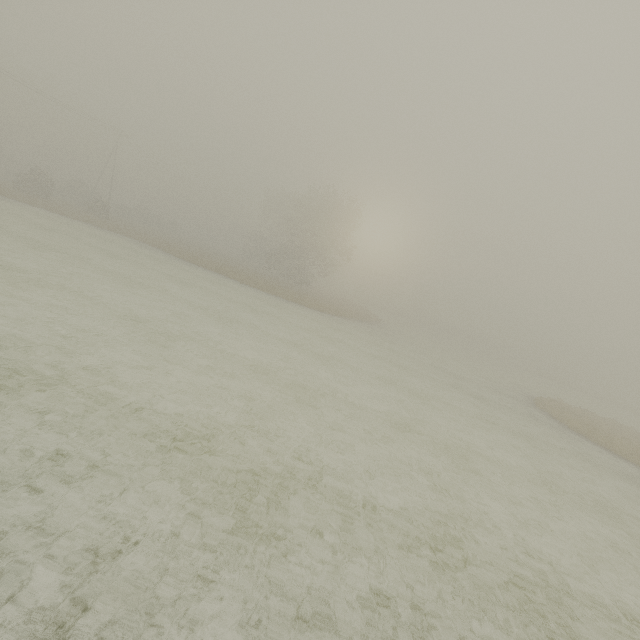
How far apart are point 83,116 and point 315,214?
28.9 meters
